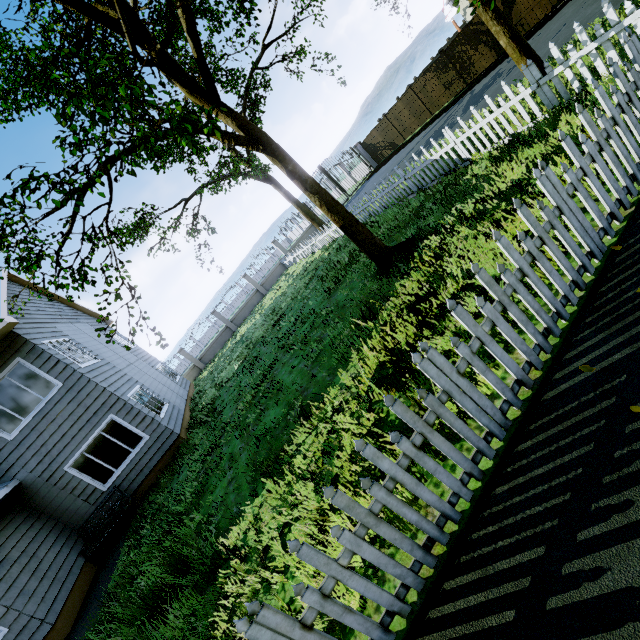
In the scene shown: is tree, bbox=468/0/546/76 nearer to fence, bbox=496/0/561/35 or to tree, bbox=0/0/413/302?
tree, bbox=0/0/413/302

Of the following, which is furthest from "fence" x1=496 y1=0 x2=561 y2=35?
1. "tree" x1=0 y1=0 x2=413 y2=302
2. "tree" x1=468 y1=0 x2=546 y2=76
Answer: "tree" x1=468 y1=0 x2=546 y2=76

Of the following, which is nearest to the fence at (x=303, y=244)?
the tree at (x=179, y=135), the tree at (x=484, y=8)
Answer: the tree at (x=179, y=135)

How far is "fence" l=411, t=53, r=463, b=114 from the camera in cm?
1768

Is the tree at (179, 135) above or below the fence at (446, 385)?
above

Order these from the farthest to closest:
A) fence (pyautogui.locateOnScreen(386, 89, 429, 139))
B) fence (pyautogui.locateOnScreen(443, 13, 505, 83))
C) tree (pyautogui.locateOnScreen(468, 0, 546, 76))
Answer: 1. fence (pyautogui.locateOnScreen(386, 89, 429, 139))
2. fence (pyautogui.locateOnScreen(443, 13, 505, 83))
3. tree (pyautogui.locateOnScreen(468, 0, 546, 76))

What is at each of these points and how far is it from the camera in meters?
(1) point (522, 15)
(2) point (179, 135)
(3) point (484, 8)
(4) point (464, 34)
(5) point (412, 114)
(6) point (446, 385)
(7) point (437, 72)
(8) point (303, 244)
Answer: (1) fence, 14.0
(2) tree, 3.1
(3) tree, 6.9
(4) fence, 15.8
(5) fence, 21.0
(6) fence, 2.4
(7) fence, 18.0
(8) fence, 24.5
